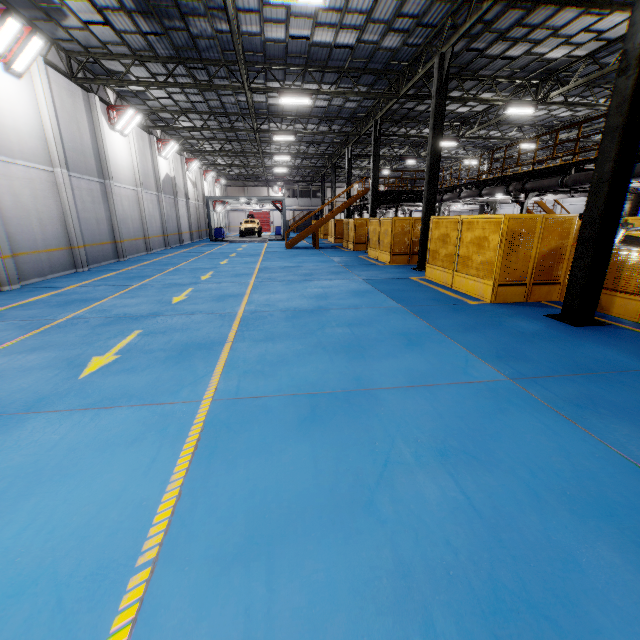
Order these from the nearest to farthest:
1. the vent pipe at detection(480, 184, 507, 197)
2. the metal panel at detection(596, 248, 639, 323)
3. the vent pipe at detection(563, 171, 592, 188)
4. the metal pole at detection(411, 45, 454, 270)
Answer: the metal panel at detection(596, 248, 639, 323), the vent pipe at detection(563, 171, 592, 188), the metal pole at detection(411, 45, 454, 270), the vent pipe at detection(480, 184, 507, 197)

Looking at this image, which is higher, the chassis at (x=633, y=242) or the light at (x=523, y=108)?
the light at (x=523, y=108)

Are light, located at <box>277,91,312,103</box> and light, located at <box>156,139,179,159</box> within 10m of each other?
no

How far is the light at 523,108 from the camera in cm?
1672

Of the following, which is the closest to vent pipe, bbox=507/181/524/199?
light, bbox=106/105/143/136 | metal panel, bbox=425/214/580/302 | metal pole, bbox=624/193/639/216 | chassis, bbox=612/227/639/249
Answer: chassis, bbox=612/227/639/249

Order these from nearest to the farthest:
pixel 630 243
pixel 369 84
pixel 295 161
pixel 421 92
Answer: pixel 630 243 → pixel 369 84 → pixel 421 92 → pixel 295 161

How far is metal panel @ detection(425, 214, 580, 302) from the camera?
8.11m

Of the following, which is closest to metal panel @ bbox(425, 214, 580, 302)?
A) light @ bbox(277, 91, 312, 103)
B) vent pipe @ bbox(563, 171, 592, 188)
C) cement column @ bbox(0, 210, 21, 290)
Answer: vent pipe @ bbox(563, 171, 592, 188)
